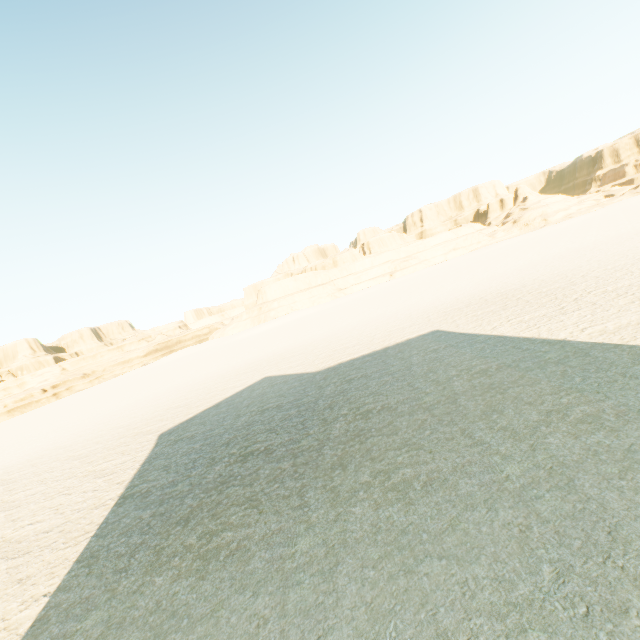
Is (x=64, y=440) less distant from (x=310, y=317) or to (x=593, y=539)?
(x=593, y=539)
